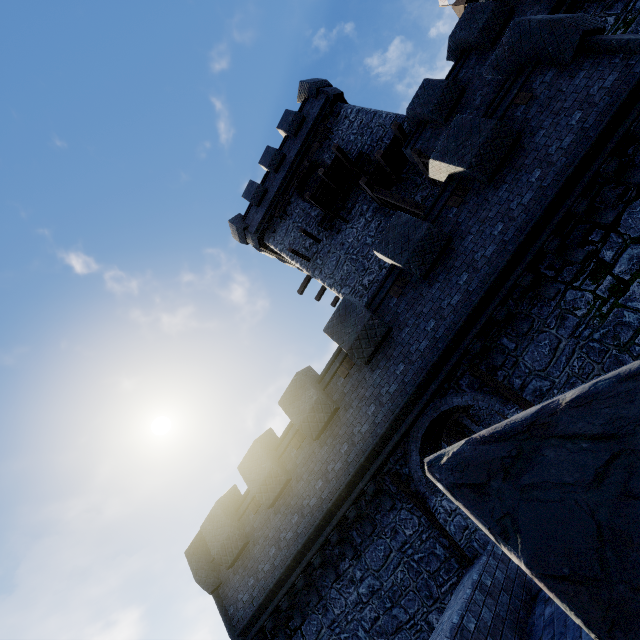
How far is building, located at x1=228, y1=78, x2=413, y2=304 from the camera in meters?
16.8

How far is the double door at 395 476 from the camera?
7.76m

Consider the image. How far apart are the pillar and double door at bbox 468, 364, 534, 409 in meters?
15.7

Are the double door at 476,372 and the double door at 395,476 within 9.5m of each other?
yes

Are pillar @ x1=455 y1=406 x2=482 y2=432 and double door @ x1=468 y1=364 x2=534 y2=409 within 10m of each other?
no

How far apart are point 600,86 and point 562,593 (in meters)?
10.81

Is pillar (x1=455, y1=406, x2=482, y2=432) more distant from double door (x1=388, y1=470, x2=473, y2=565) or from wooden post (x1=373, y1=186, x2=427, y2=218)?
double door (x1=388, y1=470, x2=473, y2=565)

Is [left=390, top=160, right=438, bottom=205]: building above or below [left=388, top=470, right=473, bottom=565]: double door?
above
